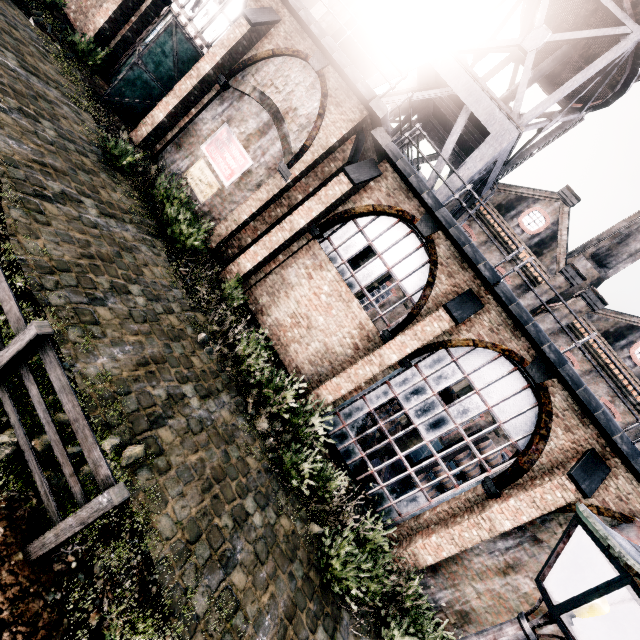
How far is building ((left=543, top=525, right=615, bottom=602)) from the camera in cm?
966

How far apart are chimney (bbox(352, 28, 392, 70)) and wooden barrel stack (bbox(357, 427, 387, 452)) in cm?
1787

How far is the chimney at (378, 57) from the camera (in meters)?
16.31

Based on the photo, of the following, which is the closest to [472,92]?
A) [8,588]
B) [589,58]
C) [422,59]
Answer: [422,59]

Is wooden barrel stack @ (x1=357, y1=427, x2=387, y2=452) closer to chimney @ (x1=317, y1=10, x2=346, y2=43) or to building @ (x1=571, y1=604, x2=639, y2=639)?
building @ (x1=571, y1=604, x2=639, y2=639)

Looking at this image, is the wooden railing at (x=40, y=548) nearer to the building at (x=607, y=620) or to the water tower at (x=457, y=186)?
the building at (x=607, y=620)

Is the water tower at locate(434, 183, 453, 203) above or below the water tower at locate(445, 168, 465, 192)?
below

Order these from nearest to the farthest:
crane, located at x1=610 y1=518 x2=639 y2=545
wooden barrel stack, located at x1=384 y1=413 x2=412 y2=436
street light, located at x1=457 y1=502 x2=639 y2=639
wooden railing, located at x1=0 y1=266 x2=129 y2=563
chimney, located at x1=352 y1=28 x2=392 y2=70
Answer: street light, located at x1=457 y1=502 x2=639 y2=639 → wooden railing, located at x1=0 y1=266 x2=129 y2=563 → crane, located at x1=610 y1=518 x2=639 y2=545 → wooden barrel stack, located at x1=384 y1=413 x2=412 y2=436 → chimney, located at x1=352 y1=28 x2=392 y2=70
